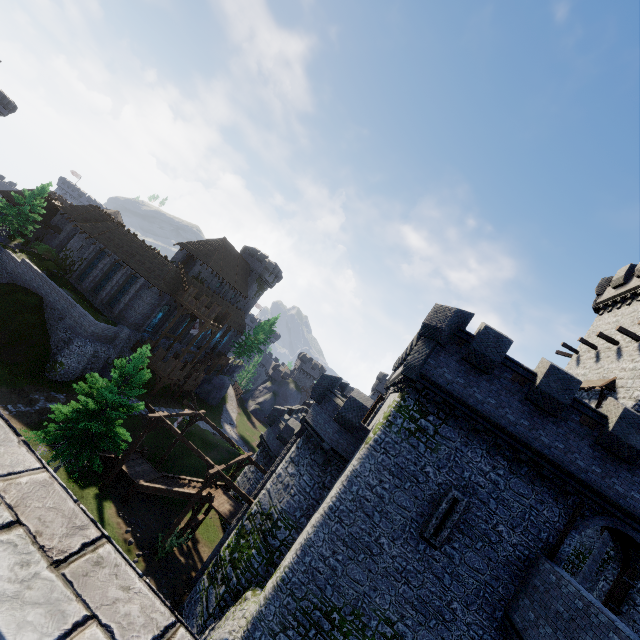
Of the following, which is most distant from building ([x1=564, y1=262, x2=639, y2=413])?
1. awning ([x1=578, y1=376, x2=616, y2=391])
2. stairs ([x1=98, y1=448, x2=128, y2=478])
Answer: stairs ([x1=98, y1=448, x2=128, y2=478])

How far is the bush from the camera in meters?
41.8 m

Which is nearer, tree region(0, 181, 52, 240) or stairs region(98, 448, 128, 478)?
stairs region(98, 448, 128, 478)

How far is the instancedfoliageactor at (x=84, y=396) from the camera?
19.3 meters

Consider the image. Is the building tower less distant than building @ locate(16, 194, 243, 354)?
Yes

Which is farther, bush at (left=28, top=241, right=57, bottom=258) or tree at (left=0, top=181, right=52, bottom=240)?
bush at (left=28, top=241, right=57, bottom=258)

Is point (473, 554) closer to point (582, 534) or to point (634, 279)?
point (582, 534)

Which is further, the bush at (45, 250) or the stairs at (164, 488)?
the bush at (45, 250)
